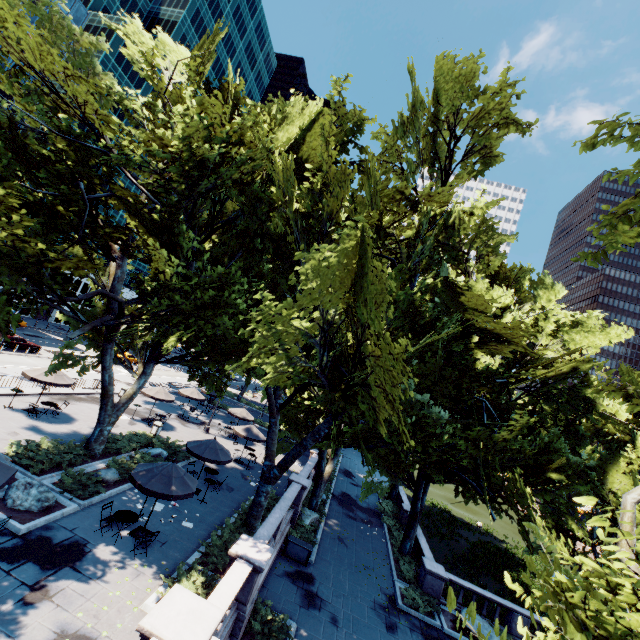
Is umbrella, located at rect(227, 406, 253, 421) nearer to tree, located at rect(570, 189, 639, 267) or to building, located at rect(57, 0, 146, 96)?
tree, located at rect(570, 189, 639, 267)

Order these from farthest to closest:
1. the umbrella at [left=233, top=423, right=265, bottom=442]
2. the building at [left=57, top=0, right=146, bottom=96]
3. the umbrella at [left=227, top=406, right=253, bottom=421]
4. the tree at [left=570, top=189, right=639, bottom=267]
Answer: the building at [left=57, top=0, right=146, bottom=96], the umbrella at [left=227, top=406, right=253, bottom=421], the umbrella at [left=233, top=423, right=265, bottom=442], the tree at [left=570, top=189, right=639, bottom=267]

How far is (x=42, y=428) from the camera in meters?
18.9

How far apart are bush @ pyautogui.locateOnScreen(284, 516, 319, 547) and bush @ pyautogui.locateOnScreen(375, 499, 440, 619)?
5.4 meters

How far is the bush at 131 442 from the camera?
17.4 meters

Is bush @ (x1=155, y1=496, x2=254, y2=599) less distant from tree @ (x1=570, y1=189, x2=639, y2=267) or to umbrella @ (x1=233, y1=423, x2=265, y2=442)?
tree @ (x1=570, y1=189, x2=639, y2=267)

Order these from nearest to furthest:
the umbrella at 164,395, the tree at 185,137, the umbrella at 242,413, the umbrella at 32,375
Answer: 1. the tree at 185,137
2. the umbrella at 32,375
3. the umbrella at 164,395
4. the umbrella at 242,413

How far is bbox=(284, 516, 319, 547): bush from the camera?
19.9 meters
